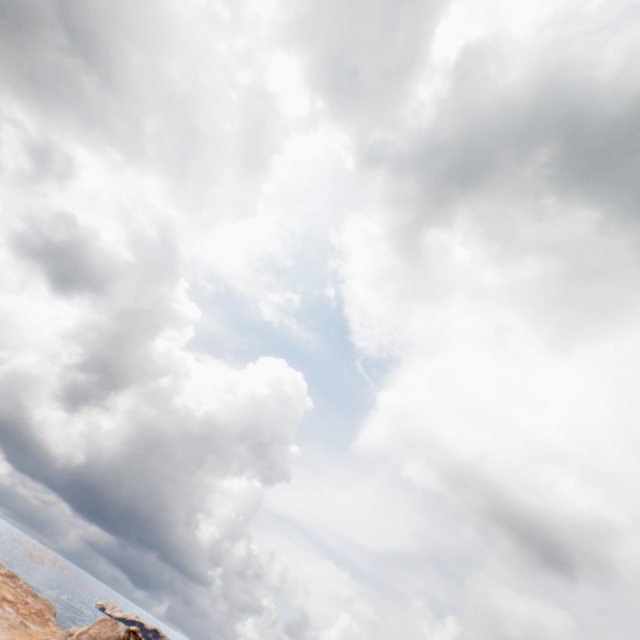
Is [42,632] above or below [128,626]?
below
